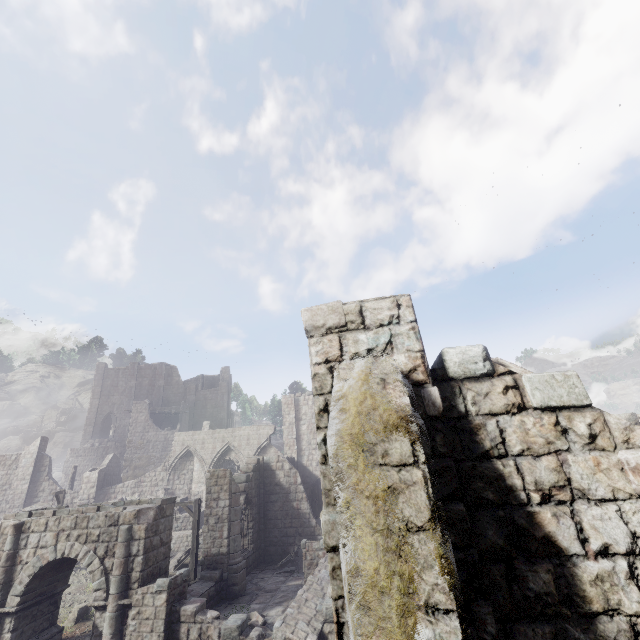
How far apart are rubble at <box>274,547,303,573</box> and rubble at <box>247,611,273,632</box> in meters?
7.7 m

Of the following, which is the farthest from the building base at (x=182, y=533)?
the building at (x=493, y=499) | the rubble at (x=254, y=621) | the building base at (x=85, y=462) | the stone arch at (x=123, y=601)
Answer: the building base at (x=85, y=462)

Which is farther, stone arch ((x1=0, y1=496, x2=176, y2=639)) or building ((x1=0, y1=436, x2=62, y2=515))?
building ((x1=0, y1=436, x2=62, y2=515))

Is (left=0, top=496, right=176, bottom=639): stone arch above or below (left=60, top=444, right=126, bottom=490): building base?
below

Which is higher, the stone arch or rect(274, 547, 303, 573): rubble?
the stone arch

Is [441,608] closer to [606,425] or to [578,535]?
[578,535]

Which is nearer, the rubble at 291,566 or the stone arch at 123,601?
the stone arch at 123,601

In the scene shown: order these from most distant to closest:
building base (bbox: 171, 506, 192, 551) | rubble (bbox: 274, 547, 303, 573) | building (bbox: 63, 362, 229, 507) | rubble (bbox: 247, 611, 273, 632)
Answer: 1. building (bbox: 63, 362, 229, 507)
2. building base (bbox: 171, 506, 192, 551)
3. rubble (bbox: 274, 547, 303, 573)
4. rubble (bbox: 247, 611, 273, 632)
